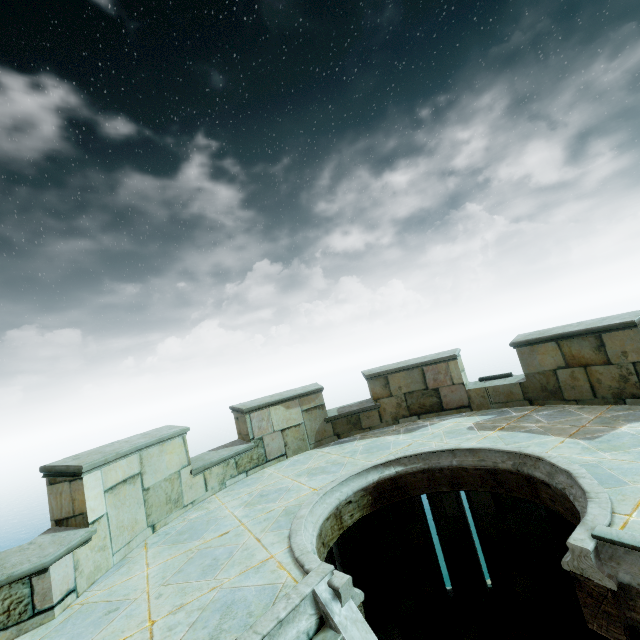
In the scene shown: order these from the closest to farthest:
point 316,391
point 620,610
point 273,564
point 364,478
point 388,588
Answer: point 620,610 → point 273,564 → point 364,478 → point 388,588 → point 316,391
